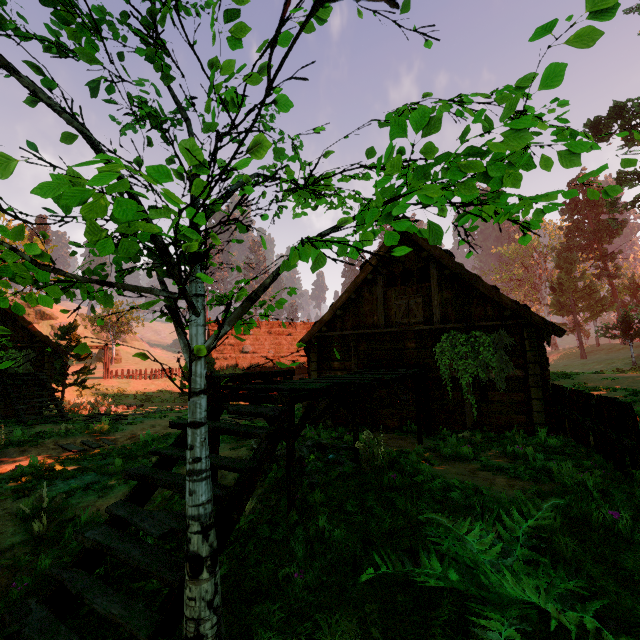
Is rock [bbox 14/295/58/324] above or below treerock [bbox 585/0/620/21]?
above

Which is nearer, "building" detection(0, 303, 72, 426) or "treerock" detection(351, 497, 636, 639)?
"treerock" detection(351, 497, 636, 639)

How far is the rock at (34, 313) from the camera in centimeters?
5348cm

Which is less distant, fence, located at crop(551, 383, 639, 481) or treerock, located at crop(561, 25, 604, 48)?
treerock, located at crop(561, 25, 604, 48)

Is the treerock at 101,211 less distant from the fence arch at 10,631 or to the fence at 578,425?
the fence arch at 10,631

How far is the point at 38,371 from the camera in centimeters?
1759cm

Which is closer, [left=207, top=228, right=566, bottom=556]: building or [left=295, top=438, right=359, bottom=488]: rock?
[left=207, top=228, right=566, bottom=556]: building

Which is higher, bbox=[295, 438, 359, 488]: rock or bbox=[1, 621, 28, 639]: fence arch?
bbox=[295, 438, 359, 488]: rock
